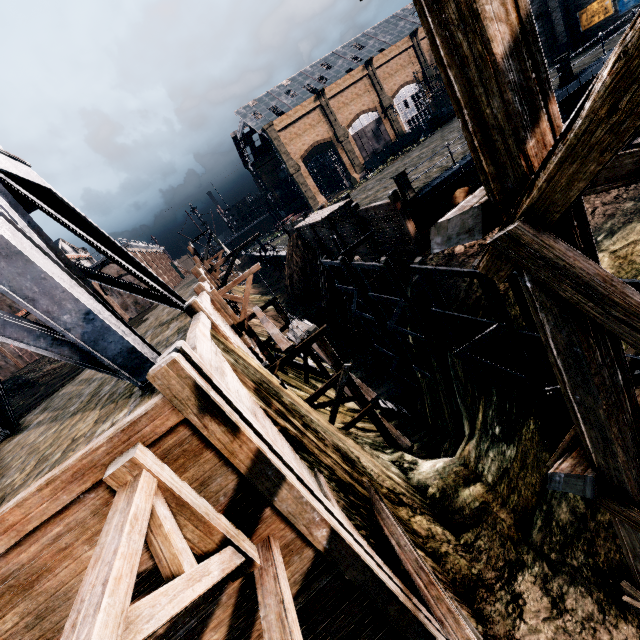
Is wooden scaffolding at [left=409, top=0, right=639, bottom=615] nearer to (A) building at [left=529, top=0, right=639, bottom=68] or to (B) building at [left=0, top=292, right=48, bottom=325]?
(A) building at [left=529, top=0, right=639, bottom=68]

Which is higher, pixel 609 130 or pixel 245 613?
pixel 609 130

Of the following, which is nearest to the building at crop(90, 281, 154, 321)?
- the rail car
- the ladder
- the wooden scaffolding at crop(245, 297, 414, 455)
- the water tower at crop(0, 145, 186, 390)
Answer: the wooden scaffolding at crop(245, 297, 414, 455)

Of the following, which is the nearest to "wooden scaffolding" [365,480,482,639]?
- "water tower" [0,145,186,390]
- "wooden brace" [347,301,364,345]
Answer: "water tower" [0,145,186,390]

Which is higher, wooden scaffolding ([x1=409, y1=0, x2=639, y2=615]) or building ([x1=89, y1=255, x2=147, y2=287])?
building ([x1=89, y1=255, x2=147, y2=287])

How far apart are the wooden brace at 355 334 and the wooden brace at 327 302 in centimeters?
438cm

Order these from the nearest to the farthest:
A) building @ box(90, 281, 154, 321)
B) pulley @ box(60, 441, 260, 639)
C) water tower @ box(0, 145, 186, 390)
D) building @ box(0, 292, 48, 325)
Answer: pulley @ box(60, 441, 260, 639), water tower @ box(0, 145, 186, 390), building @ box(0, 292, 48, 325), building @ box(90, 281, 154, 321)

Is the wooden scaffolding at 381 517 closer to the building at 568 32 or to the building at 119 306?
the building at 568 32
